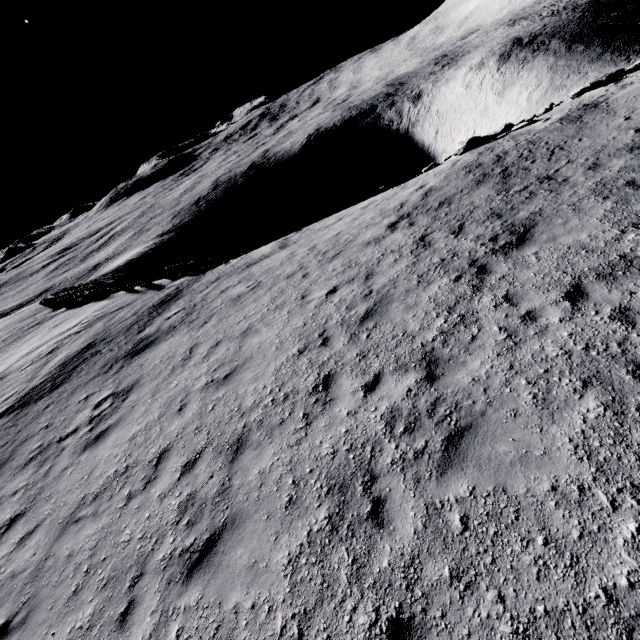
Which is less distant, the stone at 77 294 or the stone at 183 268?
the stone at 183 268

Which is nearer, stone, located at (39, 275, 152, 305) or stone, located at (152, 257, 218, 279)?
stone, located at (152, 257, 218, 279)

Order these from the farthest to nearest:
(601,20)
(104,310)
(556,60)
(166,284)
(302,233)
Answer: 1. (601,20)
2. (556,60)
3. (166,284)
4. (104,310)
5. (302,233)

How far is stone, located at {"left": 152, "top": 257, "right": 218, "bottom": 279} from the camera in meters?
19.9 m

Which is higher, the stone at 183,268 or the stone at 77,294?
the stone at 183,268

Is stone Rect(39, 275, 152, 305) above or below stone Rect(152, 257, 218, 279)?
below

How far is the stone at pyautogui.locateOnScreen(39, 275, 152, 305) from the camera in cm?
2398
